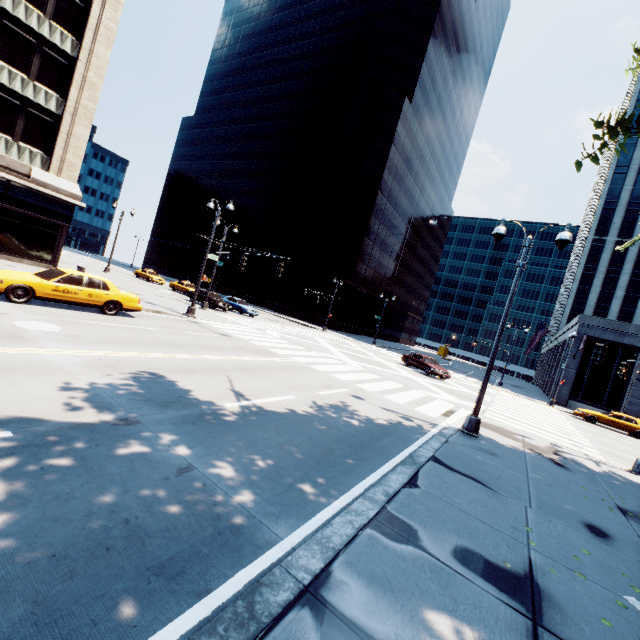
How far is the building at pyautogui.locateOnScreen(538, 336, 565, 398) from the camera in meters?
38.7

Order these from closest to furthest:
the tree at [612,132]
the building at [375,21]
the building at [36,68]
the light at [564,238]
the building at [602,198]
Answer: the tree at [612,132] → the light at [564,238] → the building at [36,68] → the building at [602,198] → the building at [375,21]

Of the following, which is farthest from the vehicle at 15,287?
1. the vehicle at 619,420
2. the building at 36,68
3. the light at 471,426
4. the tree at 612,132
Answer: the vehicle at 619,420

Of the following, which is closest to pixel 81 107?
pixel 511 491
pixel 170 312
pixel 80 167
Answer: pixel 80 167

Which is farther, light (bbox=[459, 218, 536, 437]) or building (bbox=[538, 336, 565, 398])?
building (bbox=[538, 336, 565, 398])

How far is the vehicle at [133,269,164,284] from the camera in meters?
41.3 m

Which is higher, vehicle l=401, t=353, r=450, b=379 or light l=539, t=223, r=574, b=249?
light l=539, t=223, r=574, b=249

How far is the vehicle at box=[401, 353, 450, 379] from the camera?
25.6 meters
